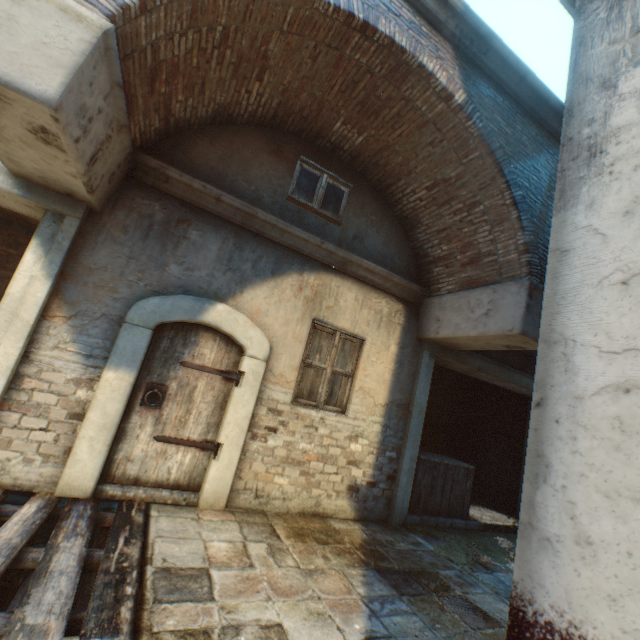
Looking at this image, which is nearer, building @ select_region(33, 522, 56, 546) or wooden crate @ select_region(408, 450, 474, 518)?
building @ select_region(33, 522, 56, 546)

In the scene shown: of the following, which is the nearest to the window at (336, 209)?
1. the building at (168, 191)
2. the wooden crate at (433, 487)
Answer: the building at (168, 191)

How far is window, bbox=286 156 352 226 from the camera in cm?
506

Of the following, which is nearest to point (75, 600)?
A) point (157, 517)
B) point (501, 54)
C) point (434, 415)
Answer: point (157, 517)

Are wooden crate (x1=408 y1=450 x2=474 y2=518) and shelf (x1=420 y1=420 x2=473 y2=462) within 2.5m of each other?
yes

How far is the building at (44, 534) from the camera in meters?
3.3

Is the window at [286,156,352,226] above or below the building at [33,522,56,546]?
above

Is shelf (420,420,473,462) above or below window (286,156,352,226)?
below
